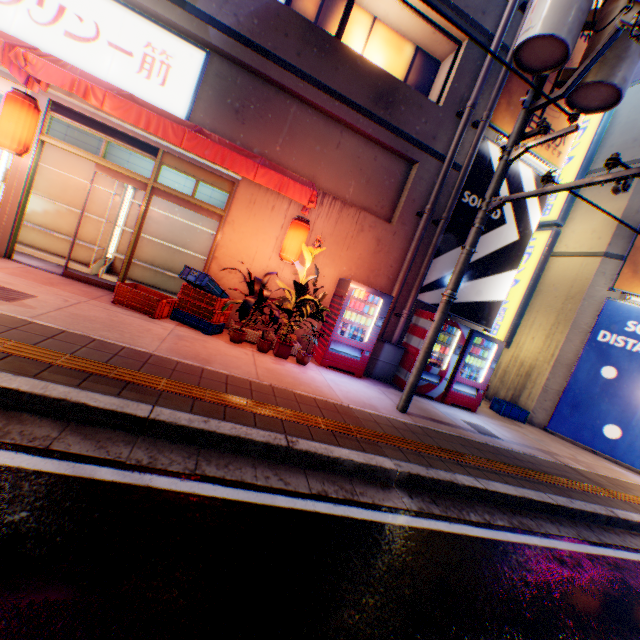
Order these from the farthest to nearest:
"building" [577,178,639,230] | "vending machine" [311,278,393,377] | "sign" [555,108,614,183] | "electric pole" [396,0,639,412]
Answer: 1. "sign" [555,108,614,183]
2. "building" [577,178,639,230]
3. "vending machine" [311,278,393,377]
4. "electric pole" [396,0,639,412]

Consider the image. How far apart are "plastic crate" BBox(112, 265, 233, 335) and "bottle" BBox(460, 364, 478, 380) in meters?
5.9

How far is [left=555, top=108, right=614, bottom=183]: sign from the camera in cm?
1103

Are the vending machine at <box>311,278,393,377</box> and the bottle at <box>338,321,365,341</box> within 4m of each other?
yes

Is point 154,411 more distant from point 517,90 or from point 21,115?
point 517,90

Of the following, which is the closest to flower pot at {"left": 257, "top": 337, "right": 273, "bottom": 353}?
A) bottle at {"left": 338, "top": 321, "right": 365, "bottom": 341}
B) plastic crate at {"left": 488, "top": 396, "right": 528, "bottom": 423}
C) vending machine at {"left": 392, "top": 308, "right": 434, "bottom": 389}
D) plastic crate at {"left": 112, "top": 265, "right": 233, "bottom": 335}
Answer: plastic crate at {"left": 112, "top": 265, "right": 233, "bottom": 335}

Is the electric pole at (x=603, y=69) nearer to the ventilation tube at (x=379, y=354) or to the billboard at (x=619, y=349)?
the ventilation tube at (x=379, y=354)

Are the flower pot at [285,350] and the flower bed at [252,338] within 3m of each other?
yes
